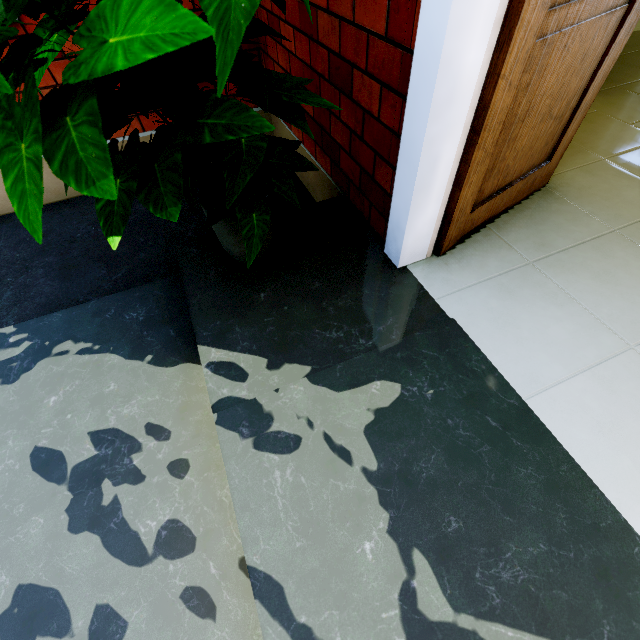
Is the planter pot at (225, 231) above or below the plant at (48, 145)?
below

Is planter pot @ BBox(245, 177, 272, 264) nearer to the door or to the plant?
the plant

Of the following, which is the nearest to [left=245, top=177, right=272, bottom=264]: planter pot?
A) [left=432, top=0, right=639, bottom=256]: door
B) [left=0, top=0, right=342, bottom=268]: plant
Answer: [left=0, top=0, right=342, bottom=268]: plant

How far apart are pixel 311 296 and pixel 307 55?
1.3 meters

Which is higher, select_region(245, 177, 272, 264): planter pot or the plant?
the plant

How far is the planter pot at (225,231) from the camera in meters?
1.3 m

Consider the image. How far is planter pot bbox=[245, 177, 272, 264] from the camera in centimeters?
132cm
